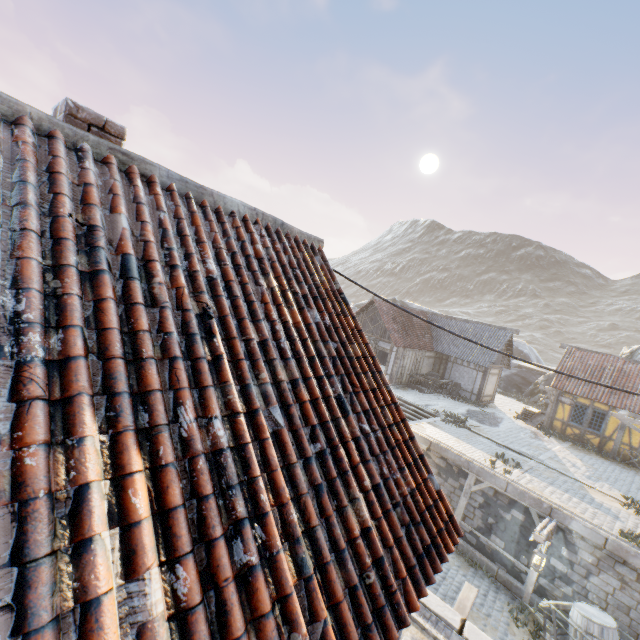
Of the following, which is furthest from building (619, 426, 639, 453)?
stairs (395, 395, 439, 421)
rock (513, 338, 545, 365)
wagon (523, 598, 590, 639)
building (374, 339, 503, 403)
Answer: stairs (395, 395, 439, 421)

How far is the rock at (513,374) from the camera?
29.1 meters

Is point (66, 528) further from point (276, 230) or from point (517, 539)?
point (517, 539)

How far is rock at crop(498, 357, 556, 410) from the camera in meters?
29.1

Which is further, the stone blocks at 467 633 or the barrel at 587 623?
the barrel at 587 623

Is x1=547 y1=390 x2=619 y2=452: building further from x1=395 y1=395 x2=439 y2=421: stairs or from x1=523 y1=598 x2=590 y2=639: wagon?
x1=523 y1=598 x2=590 y2=639: wagon

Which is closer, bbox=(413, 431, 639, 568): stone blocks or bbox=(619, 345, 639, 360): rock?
bbox=(413, 431, 639, 568): stone blocks

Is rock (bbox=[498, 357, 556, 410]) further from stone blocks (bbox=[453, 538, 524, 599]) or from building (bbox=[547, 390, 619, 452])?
building (bbox=[547, 390, 619, 452])
